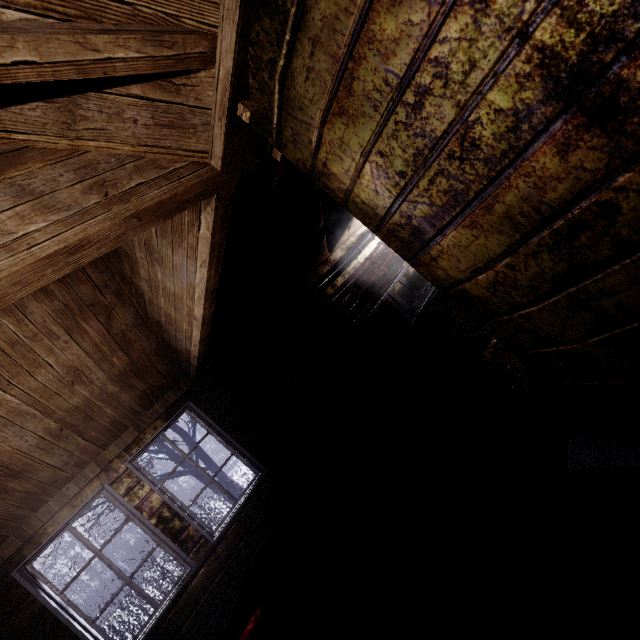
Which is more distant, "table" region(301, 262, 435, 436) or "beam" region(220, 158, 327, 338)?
"table" region(301, 262, 435, 436)

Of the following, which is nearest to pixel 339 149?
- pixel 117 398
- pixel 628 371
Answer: pixel 628 371

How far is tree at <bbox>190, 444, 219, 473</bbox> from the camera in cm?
637

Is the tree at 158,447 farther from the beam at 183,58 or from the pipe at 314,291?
the beam at 183,58

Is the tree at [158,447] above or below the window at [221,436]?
above

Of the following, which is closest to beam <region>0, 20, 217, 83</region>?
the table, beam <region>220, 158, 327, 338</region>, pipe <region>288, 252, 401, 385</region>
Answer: beam <region>220, 158, 327, 338</region>

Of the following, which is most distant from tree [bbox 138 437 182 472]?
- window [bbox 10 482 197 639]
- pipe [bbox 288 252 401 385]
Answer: pipe [bbox 288 252 401 385]

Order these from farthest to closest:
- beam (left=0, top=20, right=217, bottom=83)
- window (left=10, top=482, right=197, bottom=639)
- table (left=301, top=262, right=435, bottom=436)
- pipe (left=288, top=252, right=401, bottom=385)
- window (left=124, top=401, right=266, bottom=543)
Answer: pipe (left=288, top=252, right=401, bottom=385)
table (left=301, top=262, right=435, bottom=436)
window (left=124, top=401, right=266, bottom=543)
window (left=10, top=482, right=197, bottom=639)
beam (left=0, top=20, right=217, bottom=83)
